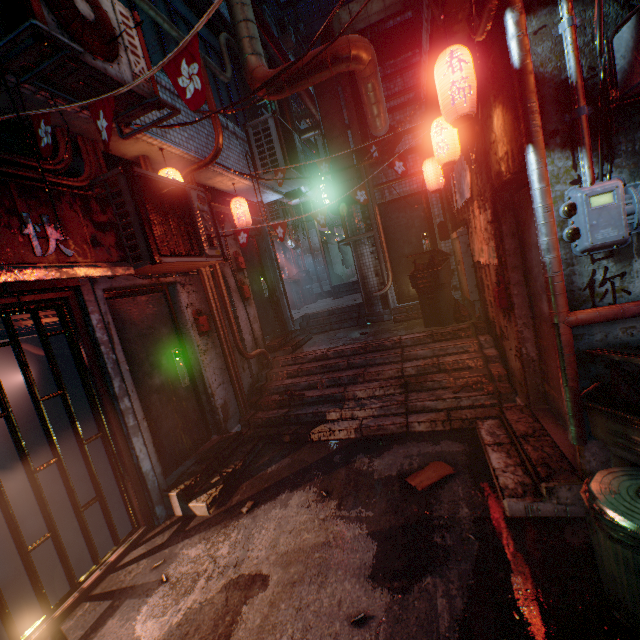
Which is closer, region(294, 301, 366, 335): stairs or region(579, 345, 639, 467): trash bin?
region(579, 345, 639, 467): trash bin

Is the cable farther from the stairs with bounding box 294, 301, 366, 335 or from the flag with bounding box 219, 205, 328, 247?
the stairs with bounding box 294, 301, 366, 335

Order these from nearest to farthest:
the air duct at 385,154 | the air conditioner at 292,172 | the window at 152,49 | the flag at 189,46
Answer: the flag at 189,46, the window at 152,49, the air conditioner at 292,172, the air duct at 385,154

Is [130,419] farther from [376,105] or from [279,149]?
[376,105]

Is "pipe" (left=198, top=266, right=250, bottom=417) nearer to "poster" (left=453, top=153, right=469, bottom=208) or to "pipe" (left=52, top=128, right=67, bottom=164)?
"pipe" (left=52, top=128, right=67, bottom=164)

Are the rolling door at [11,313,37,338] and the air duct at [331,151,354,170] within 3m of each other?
no

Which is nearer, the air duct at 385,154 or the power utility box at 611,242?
the power utility box at 611,242

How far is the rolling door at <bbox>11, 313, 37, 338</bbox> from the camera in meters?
2.5 m
